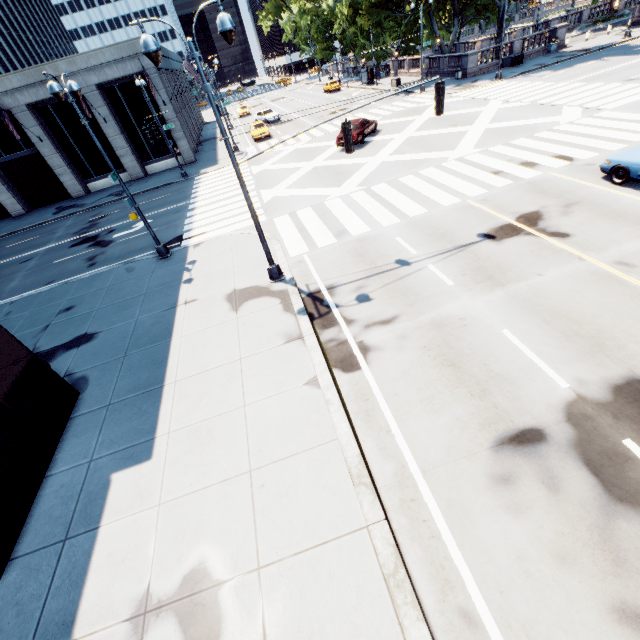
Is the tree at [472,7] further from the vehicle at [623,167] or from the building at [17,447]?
the building at [17,447]

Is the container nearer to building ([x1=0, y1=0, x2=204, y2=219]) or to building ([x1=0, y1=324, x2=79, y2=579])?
building ([x1=0, y1=0, x2=204, y2=219])

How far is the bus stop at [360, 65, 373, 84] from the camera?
46.4m

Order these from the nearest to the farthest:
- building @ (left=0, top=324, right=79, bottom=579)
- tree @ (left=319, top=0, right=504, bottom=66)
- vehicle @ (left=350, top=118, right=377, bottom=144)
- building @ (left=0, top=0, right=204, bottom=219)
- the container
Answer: building @ (left=0, top=324, right=79, bottom=579), vehicle @ (left=350, top=118, right=377, bottom=144), building @ (left=0, top=0, right=204, bottom=219), the container, tree @ (left=319, top=0, right=504, bottom=66)

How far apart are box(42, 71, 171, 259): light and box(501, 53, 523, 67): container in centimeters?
4000cm

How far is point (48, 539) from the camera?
6.34m

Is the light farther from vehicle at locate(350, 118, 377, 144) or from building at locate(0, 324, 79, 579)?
vehicle at locate(350, 118, 377, 144)

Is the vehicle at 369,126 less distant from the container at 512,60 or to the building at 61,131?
the building at 61,131
